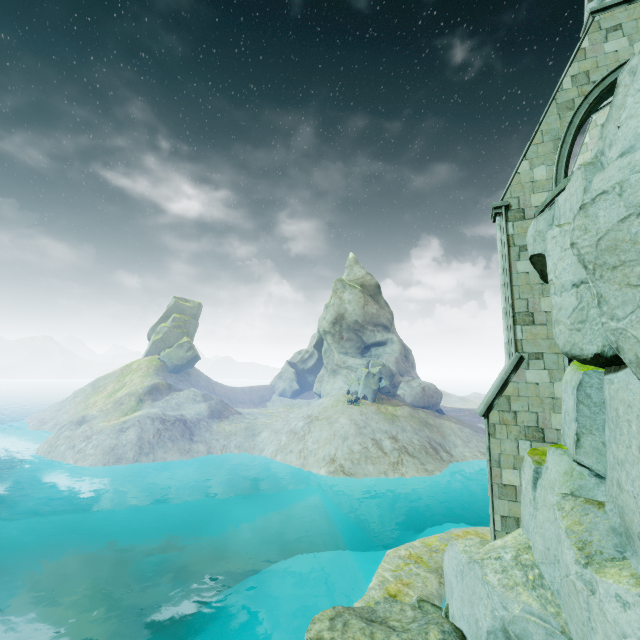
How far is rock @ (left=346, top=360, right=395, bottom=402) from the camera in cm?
4247

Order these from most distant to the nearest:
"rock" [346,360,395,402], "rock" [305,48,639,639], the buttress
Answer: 1. "rock" [346,360,395,402]
2. the buttress
3. "rock" [305,48,639,639]

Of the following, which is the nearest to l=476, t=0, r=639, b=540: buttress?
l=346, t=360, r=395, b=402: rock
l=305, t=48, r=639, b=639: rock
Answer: l=305, t=48, r=639, b=639: rock

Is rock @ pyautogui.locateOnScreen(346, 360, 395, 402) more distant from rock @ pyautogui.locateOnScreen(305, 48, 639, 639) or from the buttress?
the buttress

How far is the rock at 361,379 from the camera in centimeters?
4247cm

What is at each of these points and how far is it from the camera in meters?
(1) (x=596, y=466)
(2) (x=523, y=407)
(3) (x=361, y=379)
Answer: (1) rock, 5.8 m
(2) buttress, 9.2 m
(3) rock, 44.0 m

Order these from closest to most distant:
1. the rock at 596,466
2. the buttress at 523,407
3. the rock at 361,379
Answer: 1. the rock at 596,466
2. the buttress at 523,407
3. the rock at 361,379
